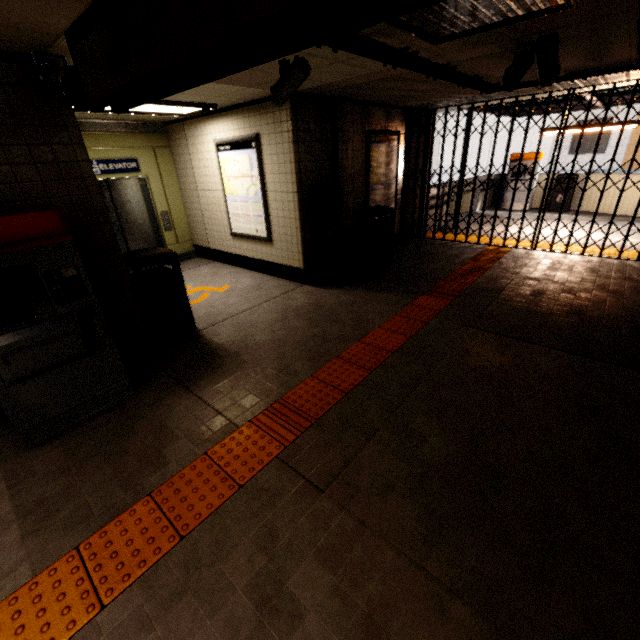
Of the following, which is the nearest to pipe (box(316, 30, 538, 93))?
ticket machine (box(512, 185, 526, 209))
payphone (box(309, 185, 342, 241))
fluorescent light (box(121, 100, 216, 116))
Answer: payphone (box(309, 185, 342, 241))

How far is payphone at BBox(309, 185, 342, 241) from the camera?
5.3m

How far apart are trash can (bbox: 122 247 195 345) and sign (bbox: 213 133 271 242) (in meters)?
2.09

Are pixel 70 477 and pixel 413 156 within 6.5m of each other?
no

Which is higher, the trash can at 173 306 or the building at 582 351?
the trash can at 173 306

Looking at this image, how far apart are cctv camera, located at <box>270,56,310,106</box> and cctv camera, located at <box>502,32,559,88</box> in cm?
209

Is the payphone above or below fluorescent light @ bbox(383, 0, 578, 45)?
below

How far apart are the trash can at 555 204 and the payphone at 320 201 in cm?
949
